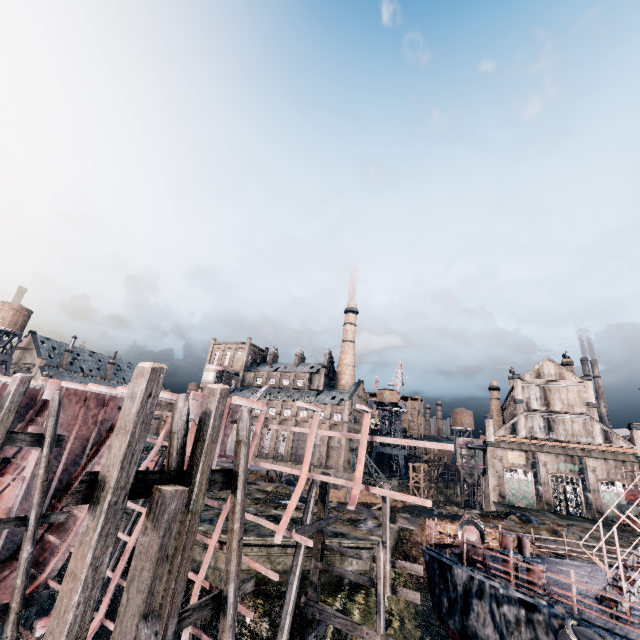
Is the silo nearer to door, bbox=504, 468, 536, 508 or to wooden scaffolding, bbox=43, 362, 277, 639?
door, bbox=504, 468, 536, 508

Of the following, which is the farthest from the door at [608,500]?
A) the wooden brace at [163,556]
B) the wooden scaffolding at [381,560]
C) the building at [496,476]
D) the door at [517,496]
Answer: the wooden brace at [163,556]

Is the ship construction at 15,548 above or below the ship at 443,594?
below

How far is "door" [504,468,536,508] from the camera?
48.8m

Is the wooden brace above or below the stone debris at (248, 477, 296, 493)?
above

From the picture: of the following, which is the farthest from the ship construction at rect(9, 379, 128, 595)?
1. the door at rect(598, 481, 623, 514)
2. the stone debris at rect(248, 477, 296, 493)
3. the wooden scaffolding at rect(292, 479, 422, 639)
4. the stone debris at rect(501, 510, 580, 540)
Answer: the door at rect(598, 481, 623, 514)

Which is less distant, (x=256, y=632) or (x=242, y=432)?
(x=242, y=432)

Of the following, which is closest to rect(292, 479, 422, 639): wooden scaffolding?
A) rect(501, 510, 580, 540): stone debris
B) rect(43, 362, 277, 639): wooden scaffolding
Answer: rect(43, 362, 277, 639): wooden scaffolding
